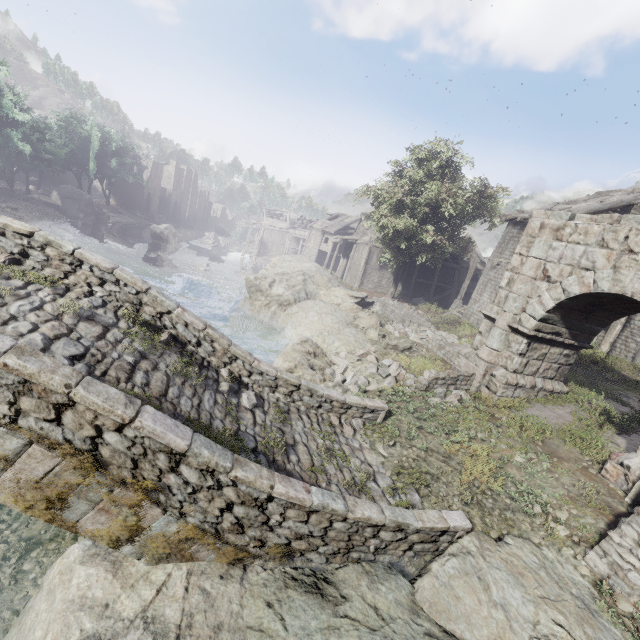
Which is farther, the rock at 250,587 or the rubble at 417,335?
the rubble at 417,335

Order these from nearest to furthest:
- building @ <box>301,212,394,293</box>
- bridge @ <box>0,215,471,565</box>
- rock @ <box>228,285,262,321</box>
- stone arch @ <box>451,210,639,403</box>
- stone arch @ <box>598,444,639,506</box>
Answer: bridge @ <box>0,215,471,565</box>, stone arch @ <box>598,444,639,506</box>, stone arch @ <box>451,210,639,403</box>, rock @ <box>228,285,262,321</box>, building @ <box>301,212,394,293</box>

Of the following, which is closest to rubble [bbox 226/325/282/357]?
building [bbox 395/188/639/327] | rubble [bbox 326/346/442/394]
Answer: rubble [bbox 326/346/442/394]

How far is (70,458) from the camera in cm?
378

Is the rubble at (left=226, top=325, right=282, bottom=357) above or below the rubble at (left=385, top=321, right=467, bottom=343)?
below

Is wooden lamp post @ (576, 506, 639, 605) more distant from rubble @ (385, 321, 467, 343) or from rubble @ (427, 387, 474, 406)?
rubble @ (385, 321, 467, 343)

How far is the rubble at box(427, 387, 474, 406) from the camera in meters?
10.4

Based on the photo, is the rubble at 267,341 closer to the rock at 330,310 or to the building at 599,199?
the rock at 330,310
